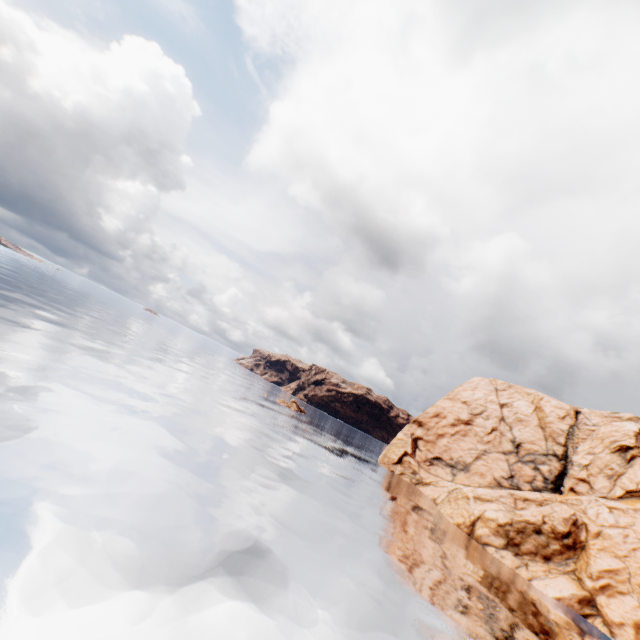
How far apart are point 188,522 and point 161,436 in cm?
1000
